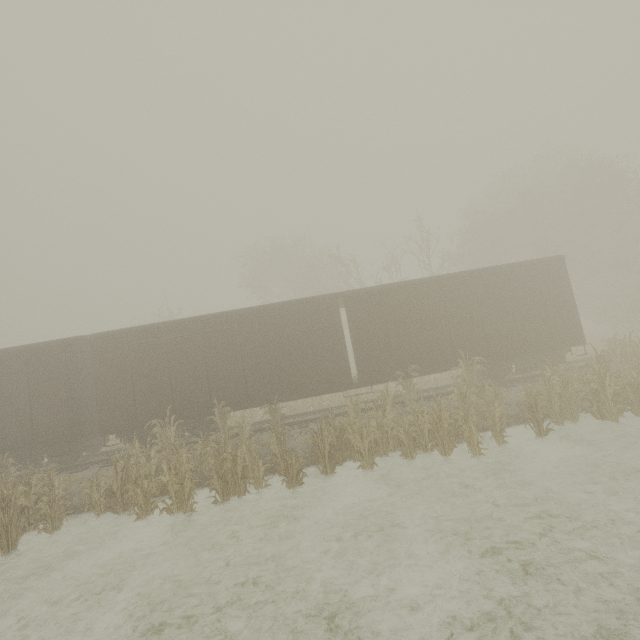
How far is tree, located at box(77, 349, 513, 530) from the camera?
8.49m

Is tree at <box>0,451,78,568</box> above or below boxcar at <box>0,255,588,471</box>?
below

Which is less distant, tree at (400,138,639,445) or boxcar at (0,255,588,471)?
tree at (400,138,639,445)

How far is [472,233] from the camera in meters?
27.3

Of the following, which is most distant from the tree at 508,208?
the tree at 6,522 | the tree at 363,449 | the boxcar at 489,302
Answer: the tree at 6,522

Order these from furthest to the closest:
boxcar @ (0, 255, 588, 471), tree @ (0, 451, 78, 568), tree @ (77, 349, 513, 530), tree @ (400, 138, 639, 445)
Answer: boxcar @ (0, 255, 588, 471), tree @ (400, 138, 639, 445), tree @ (77, 349, 513, 530), tree @ (0, 451, 78, 568)

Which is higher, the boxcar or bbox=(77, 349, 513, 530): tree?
the boxcar

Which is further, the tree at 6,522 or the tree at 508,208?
the tree at 508,208
